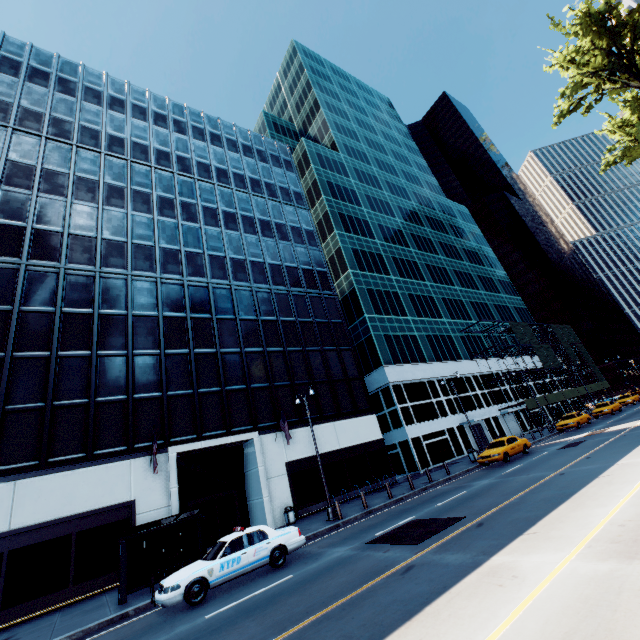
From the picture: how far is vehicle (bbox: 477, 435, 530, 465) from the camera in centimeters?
2230cm

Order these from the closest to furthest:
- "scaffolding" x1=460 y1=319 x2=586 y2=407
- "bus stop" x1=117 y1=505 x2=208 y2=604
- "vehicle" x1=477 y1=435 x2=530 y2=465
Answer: "bus stop" x1=117 y1=505 x2=208 y2=604
"vehicle" x1=477 y1=435 x2=530 y2=465
"scaffolding" x1=460 y1=319 x2=586 y2=407

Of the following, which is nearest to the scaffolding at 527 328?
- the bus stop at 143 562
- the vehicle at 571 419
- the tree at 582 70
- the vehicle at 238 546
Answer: the vehicle at 571 419

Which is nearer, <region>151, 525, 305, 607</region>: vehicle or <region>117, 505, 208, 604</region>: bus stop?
<region>151, 525, 305, 607</region>: vehicle

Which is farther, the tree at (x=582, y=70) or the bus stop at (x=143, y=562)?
the tree at (x=582, y=70)

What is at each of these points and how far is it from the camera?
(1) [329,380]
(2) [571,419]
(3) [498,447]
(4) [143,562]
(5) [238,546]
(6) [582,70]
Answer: (1) building, 29.5m
(2) vehicle, 32.3m
(3) vehicle, 23.5m
(4) bus stop, 13.4m
(5) vehicle, 11.6m
(6) tree, 18.3m

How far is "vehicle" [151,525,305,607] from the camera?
10.2 meters

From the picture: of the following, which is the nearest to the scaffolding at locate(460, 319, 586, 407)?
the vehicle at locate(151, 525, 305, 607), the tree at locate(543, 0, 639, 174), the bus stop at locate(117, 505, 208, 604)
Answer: the tree at locate(543, 0, 639, 174)
